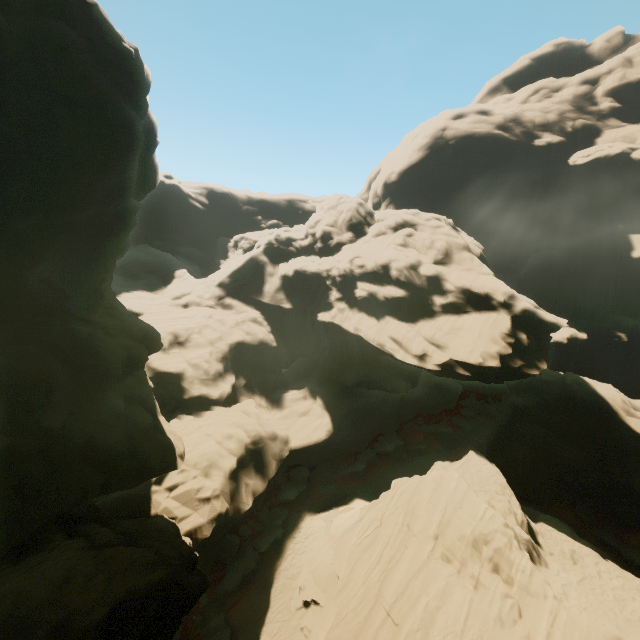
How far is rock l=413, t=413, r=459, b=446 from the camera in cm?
3982

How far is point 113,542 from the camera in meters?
11.9 m

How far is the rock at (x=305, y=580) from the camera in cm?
1938

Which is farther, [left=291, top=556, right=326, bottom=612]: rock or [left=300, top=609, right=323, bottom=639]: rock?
[left=291, top=556, right=326, bottom=612]: rock

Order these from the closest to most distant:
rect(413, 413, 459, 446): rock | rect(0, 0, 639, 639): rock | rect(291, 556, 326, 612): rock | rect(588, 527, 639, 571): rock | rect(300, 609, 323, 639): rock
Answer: rect(0, 0, 639, 639): rock < rect(300, 609, 323, 639): rock < rect(291, 556, 326, 612): rock < rect(588, 527, 639, 571): rock < rect(413, 413, 459, 446): rock
